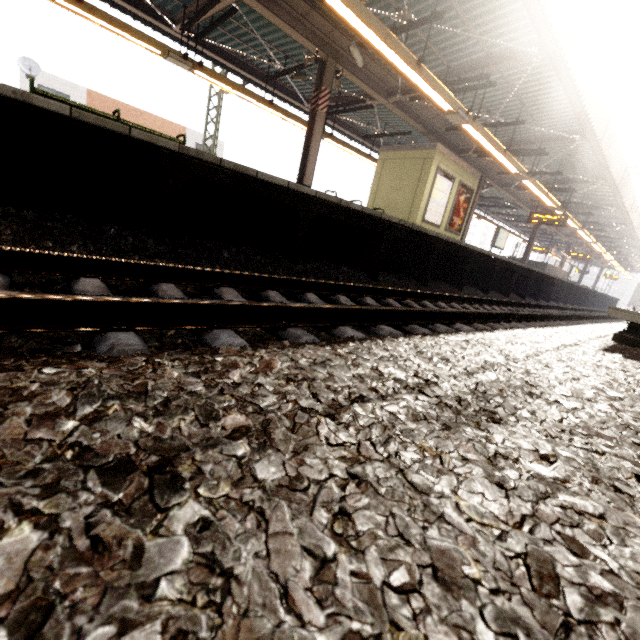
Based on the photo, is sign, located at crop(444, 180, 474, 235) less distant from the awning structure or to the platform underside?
the awning structure

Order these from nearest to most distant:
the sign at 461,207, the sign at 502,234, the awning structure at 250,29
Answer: the awning structure at 250,29
the sign at 461,207
the sign at 502,234

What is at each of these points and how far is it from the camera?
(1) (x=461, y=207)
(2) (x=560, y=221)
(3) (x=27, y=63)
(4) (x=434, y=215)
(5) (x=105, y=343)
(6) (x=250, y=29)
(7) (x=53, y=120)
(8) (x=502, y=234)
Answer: (1) sign, 12.37m
(2) sign, 14.41m
(3) satellite dish, 17.52m
(4) sign, 11.39m
(5) train track, 1.40m
(6) awning structure, 8.77m
(7) platform underside, 3.21m
(8) sign, 18.22m

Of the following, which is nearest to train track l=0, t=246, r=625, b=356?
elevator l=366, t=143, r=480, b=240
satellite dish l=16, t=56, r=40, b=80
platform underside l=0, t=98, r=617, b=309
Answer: platform underside l=0, t=98, r=617, b=309

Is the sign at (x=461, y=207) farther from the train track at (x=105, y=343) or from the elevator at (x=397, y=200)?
the train track at (x=105, y=343)

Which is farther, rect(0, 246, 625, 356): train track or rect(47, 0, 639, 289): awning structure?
rect(47, 0, 639, 289): awning structure

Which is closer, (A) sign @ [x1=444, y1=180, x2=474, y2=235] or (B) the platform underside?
(B) the platform underside

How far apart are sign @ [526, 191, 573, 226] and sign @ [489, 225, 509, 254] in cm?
223
